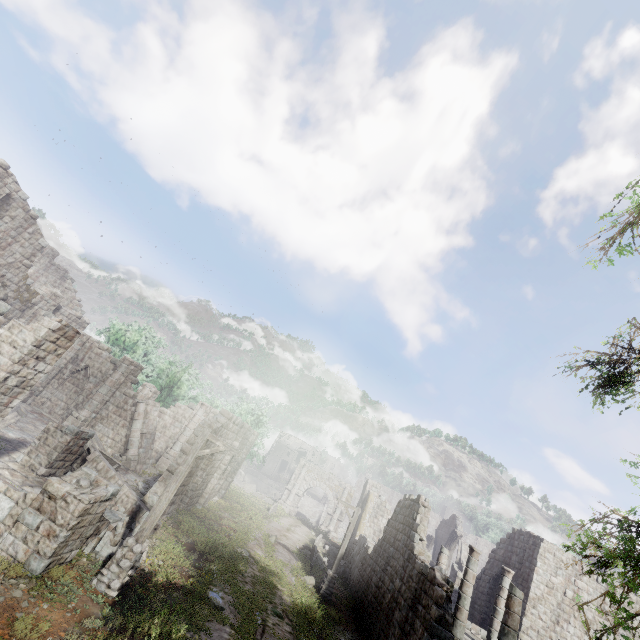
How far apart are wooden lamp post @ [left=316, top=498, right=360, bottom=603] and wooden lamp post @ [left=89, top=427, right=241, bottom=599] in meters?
11.6

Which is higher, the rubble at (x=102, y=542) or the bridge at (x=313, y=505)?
the bridge at (x=313, y=505)

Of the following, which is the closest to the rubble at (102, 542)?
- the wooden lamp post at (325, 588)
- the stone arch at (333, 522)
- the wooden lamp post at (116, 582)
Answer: the wooden lamp post at (116, 582)

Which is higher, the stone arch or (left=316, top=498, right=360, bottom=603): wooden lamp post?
the stone arch

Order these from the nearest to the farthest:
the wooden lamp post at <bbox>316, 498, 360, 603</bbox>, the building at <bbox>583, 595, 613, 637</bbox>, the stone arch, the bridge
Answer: the wooden lamp post at <bbox>316, 498, 360, 603</bbox>, the building at <bbox>583, 595, 613, 637</bbox>, the stone arch, the bridge

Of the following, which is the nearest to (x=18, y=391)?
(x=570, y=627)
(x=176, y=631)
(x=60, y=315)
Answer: (x=176, y=631)

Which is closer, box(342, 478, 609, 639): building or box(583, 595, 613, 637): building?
box(342, 478, 609, 639): building

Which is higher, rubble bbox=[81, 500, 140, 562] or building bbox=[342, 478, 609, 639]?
building bbox=[342, 478, 609, 639]
